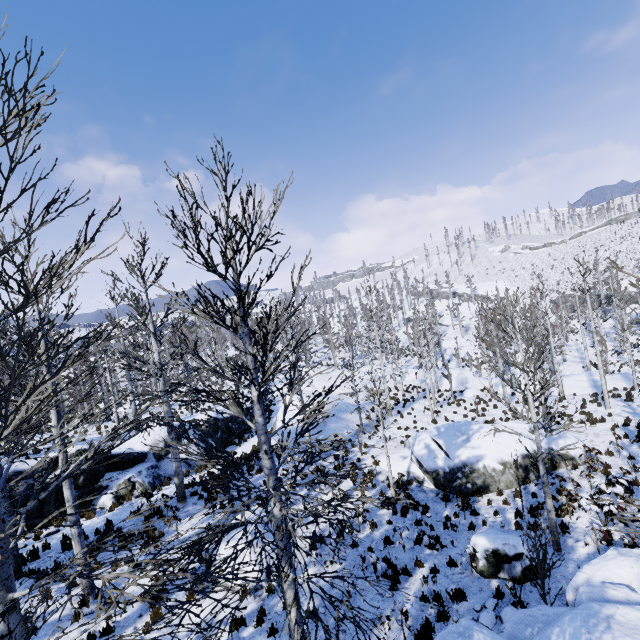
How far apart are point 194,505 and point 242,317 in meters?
11.9 m

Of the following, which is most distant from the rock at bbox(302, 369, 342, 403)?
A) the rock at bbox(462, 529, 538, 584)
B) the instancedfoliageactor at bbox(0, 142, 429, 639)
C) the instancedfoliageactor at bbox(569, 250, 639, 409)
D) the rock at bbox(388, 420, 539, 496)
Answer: the rock at bbox(462, 529, 538, 584)

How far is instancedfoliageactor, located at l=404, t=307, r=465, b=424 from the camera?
23.17m

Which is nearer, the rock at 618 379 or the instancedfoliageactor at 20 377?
the instancedfoliageactor at 20 377

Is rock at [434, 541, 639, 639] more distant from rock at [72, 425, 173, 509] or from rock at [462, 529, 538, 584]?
rock at [72, 425, 173, 509]

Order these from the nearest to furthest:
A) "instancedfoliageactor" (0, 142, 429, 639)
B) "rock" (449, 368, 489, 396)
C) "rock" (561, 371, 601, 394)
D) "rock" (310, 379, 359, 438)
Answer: "instancedfoliageactor" (0, 142, 429, 639), "rock" (310, 379, 359, 438), "rock" (561, 371, 601, 394), "rock" (449, 368, 489, 396)

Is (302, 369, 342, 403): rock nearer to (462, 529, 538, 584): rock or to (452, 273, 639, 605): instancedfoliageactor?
(452, 273, 639, 605): instancedfoliageactor

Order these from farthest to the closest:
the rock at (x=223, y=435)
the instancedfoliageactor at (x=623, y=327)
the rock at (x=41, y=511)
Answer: the rock at (x=223, y=435) < the instancedfoliageactor at (x=623, y=327) < the rock at (x=41, y=511)
